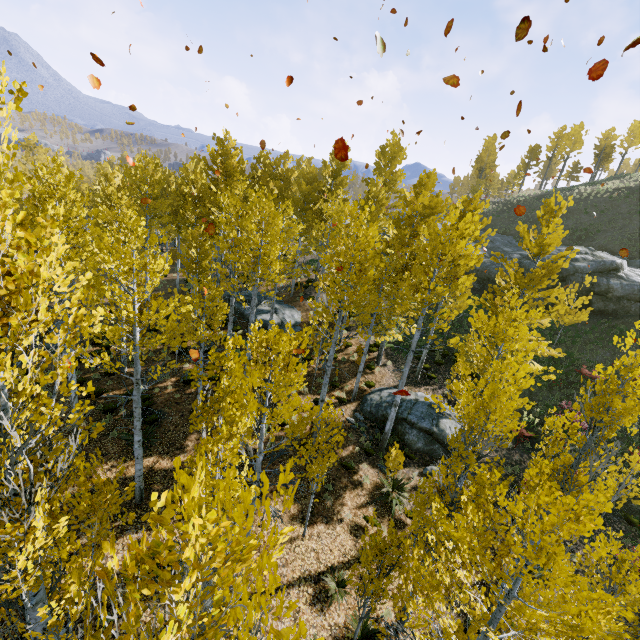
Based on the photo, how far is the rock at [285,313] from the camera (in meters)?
21.67

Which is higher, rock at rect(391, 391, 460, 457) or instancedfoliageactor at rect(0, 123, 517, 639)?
instancedfoliageactor at rect(0, 123, 517, 639)

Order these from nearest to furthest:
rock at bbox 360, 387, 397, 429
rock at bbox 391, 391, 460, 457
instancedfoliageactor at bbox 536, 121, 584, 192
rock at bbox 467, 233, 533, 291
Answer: rock at bbox 391, 391, 460, 457, rock at bbox 360, 387, 397, 429, rock at bbox 467, 233, 533, 291, instancedfoliageactor at bbox 536, 121, 584, 192

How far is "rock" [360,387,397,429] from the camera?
15.66m

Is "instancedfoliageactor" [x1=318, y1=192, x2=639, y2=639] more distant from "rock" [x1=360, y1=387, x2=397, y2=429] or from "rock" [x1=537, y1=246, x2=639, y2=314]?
"rock" [x1=537, y1=246, x2=639, y2=314]

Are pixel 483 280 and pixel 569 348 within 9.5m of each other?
yes

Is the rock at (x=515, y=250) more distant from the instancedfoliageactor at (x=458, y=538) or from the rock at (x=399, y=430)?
the rock at (x=399, y=430)

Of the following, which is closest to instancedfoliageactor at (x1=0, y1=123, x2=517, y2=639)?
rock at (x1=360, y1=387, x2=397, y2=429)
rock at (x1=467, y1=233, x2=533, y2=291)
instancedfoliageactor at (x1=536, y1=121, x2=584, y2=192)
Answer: rock at (x1=360, y1=387, x2=397, y2=429)
